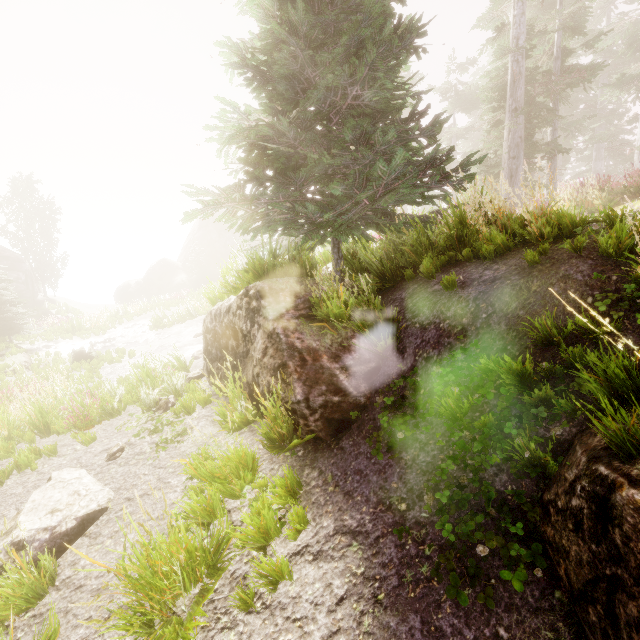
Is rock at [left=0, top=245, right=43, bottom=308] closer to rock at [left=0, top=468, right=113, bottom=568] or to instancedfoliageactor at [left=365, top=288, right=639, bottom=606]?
instancedfoliageactor at [left=365, top=288, right=639, bottom=606]

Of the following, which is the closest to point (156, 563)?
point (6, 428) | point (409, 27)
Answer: point (6, 428)

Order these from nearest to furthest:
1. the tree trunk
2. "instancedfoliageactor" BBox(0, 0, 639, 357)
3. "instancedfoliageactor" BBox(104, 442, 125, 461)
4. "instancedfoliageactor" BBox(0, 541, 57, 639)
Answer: "instancedfoliageactor" BBox(0, 541, 57, 639) → "instancedfoliageactor" BBox(0, 0, 639, 357) → "instancedfoliageactor" BBox(104, 442, 125, 461) → the tree trunk

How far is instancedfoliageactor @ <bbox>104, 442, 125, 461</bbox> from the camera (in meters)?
5.78

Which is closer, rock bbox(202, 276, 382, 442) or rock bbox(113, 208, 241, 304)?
rock bbox(202, 276, 382, 442)

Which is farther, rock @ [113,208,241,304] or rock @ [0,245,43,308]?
rock @ [113,208,241,304]

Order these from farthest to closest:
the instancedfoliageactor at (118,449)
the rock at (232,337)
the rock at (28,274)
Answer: the rock at (28,274) < the instancedfoliageactor at (118,449) < the rock at (232,337)

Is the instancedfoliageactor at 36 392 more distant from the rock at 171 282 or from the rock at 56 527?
the rock at 56 527
